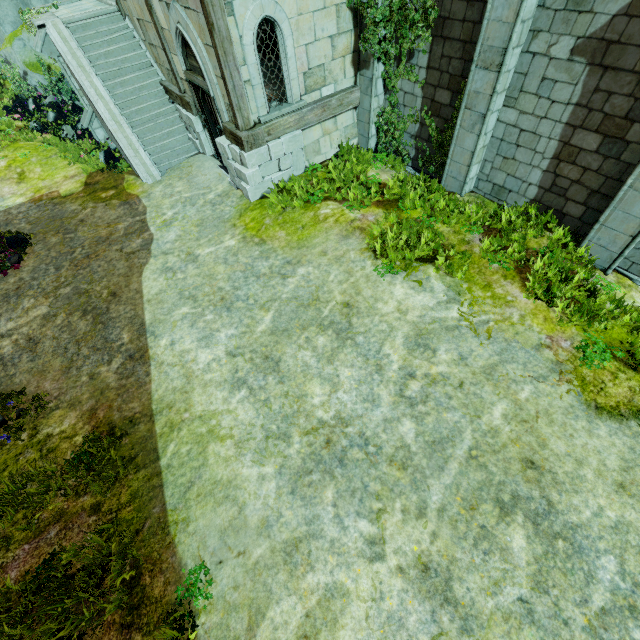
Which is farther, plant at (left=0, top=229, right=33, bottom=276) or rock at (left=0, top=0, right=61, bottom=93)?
rock at (left=0, top=0, right=61, bottom=93)

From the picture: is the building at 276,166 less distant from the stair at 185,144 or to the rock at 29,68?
the stair at 185,144

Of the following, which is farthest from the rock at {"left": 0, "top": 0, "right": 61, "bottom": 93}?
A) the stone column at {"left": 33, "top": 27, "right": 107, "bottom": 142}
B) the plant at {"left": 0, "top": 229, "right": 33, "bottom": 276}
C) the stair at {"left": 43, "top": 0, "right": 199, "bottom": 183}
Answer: the plant at {"left": 0, "top": 229, "right": 33, "bottom": 276}

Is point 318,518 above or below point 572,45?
below

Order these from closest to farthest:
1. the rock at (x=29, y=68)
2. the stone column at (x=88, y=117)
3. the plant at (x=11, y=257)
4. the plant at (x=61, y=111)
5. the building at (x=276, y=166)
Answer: the building at (x=276, y=166) < the plant at (x=11, y=257) < the stone column at (x=88, y=117) < the plant at (x=61, y=111) < the rock at (x=29, y=68)

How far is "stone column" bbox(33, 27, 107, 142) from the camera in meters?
11.0 m

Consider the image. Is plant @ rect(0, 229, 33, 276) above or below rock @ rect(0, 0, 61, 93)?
below

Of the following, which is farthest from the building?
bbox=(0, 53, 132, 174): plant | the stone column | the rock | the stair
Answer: bbox=(0, 53, 132, 174): plant
